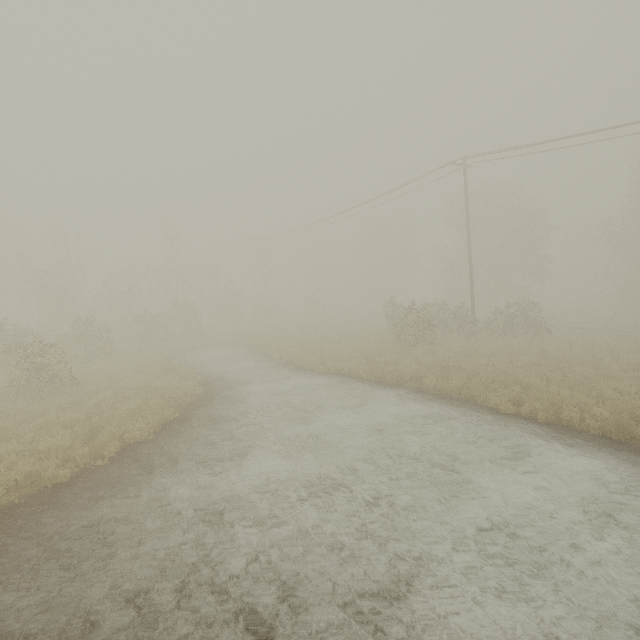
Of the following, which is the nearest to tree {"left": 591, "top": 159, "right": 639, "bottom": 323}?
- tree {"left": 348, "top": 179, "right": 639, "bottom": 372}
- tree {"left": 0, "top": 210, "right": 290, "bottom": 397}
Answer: tree {"left": 348, "top": 179, "right": 639, "bottom": 372}

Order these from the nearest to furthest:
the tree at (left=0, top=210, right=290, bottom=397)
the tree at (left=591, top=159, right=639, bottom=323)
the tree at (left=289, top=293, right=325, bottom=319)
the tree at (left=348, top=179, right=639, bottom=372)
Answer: the tree at (left=0, top=210, right=290, bottom=397) → the tree at (left=348, top=179, right=639, bottom=372) → the tree at (left=591, top=159, right=639, bottom=323) → the tree at (left=289, top=293, right=325, bottom=319)

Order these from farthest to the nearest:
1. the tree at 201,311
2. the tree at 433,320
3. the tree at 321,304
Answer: the tree at 321,304 < the tree at 433,320 < the tree at 201,311

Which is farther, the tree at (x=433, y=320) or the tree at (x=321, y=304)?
the tree at (x=321, y=304)

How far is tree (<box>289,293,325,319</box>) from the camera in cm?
4228

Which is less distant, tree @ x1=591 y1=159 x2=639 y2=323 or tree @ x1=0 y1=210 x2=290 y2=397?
tree @ x1=0 y1=210 x2=290 y2=397

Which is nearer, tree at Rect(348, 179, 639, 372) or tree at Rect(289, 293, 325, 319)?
tree at Rect(348, 179, 639, 372)

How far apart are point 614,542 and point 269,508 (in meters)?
6.06
